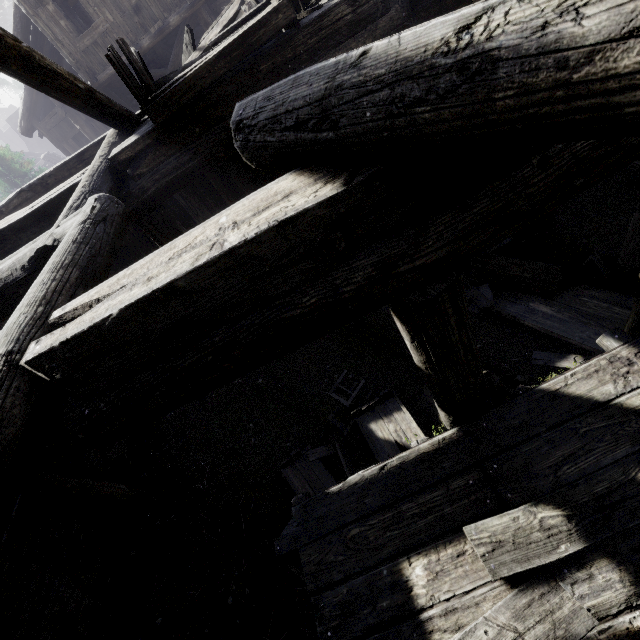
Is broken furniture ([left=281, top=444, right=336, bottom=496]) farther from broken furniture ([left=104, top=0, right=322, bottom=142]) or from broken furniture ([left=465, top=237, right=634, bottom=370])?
broken furniture ([left=104, top=0, right=322, bottom=142])

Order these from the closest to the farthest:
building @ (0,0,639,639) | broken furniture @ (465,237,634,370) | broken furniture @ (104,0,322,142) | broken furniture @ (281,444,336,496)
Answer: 1. building @ (0,0,639,639)
2. broken furniture @ (104,0,322,142)
3. broken furniture @ (465,237,634,370)
4. broken furniture @ (281,444,336,496)

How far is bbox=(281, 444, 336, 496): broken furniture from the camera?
5.98m

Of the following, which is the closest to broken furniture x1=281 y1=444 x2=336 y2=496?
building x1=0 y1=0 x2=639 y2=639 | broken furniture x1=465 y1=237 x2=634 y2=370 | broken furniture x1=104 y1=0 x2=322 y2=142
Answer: building x1=0 y1=0 x2=639 y2=639

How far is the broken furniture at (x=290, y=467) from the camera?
6.0m

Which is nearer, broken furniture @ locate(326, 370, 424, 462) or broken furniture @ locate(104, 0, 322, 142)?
broken furniture @ locate(104, 0, 322, 142)

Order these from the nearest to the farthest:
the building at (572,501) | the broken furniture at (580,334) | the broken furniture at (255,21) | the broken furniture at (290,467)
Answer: the building at (572,501)
the broken furniture at (255,21)
the broken furniture at (580,334)
the broken furniture at (290,467)

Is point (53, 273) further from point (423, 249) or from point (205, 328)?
point (423, 249)
